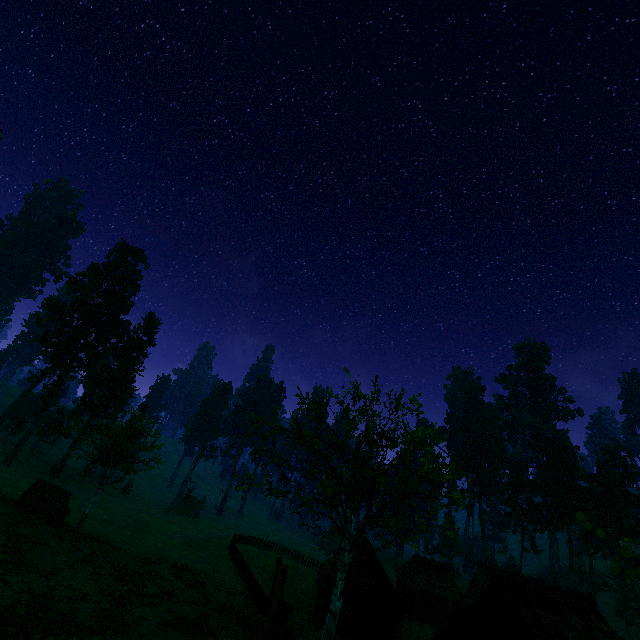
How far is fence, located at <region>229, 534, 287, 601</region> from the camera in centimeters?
2848cm

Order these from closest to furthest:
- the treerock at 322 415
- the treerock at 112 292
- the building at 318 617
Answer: the treerock at 322 415
the building at 318 617
the treerock at 112 292

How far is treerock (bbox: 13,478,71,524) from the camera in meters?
24.6

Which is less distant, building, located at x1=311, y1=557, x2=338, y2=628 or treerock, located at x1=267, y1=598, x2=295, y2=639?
treerock, located at x1=267, y1=598, x2=295, y2=639

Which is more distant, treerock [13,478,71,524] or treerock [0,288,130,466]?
treerock [0,288,130,466]

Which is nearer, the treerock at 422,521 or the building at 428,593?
the building at 428,593

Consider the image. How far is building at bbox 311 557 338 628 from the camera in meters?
31.7 m

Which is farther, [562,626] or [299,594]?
[299,594]
